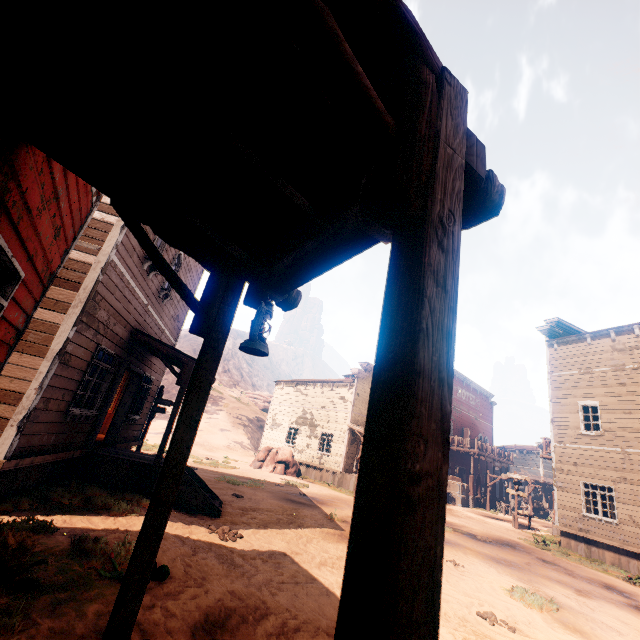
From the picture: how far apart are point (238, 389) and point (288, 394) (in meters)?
32.05

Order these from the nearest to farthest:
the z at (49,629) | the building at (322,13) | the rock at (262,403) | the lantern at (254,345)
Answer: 1. the building at (322,13)
2. the lantern at (254,345)
3. the z at (49,629)
4. the rock at (262,403)

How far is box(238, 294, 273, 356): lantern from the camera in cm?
239

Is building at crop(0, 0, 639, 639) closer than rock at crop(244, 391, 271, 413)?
Yes

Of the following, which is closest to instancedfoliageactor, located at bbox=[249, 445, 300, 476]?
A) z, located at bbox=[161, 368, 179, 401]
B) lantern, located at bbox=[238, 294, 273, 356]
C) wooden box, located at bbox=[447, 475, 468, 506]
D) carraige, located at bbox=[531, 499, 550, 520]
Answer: z, located at bbox=[161, 368, 179, 401]

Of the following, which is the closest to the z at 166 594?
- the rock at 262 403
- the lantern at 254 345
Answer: the rock at 262 403

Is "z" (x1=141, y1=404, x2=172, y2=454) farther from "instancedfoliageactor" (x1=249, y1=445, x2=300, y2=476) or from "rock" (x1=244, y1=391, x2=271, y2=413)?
"rock" (x1=244, y1=391, x2=271, y2=413)

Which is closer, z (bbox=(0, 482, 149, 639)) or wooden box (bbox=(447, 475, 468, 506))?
z (bbox=(0, 482, 149, 639))
